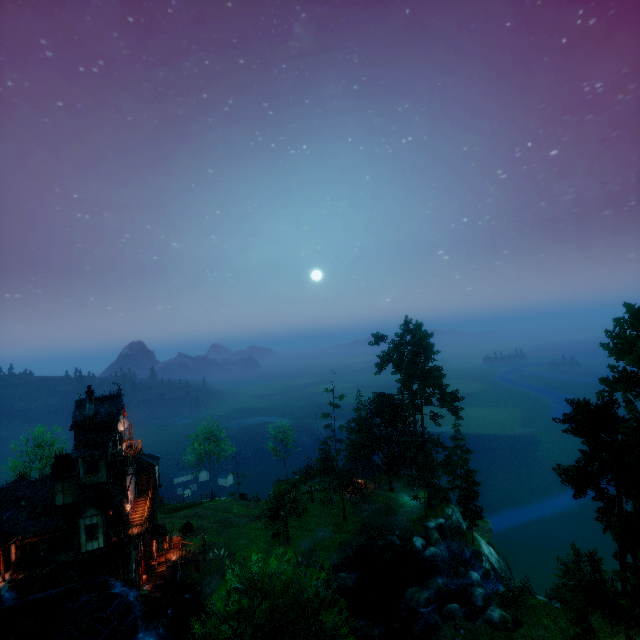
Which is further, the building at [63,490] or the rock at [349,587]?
the rock at [349,587]

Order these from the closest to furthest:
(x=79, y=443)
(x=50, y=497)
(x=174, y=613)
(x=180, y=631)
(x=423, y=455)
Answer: (x=79, y=443), (x=50, y=497), (x=180, y=631), (x=174, y=613), (x=423, y=455)

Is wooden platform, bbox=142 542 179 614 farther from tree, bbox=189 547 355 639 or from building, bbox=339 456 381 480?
building, bbox=339 456 381 480

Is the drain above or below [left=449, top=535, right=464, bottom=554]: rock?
above

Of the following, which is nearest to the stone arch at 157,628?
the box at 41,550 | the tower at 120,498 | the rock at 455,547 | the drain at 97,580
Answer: the tower at 120,498

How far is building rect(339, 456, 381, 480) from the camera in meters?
48.5 m

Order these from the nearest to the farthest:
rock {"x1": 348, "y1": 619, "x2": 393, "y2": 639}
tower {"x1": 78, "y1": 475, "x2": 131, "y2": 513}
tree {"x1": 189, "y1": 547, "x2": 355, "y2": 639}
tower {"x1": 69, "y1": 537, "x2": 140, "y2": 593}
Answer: tree {"x1": 189, "y1": 547, "x2": 355, "y2": 639} → rock {"x1": 348, "y1": 619, "x2": 393, "y2": 639} → tower {"x1": 69, "y1": 537, "x2": 140, "y2": 593} → tower {"x1": 78, "y1": 475, "x2": 131, "y2": 513}

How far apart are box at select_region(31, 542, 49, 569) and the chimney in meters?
10.0
